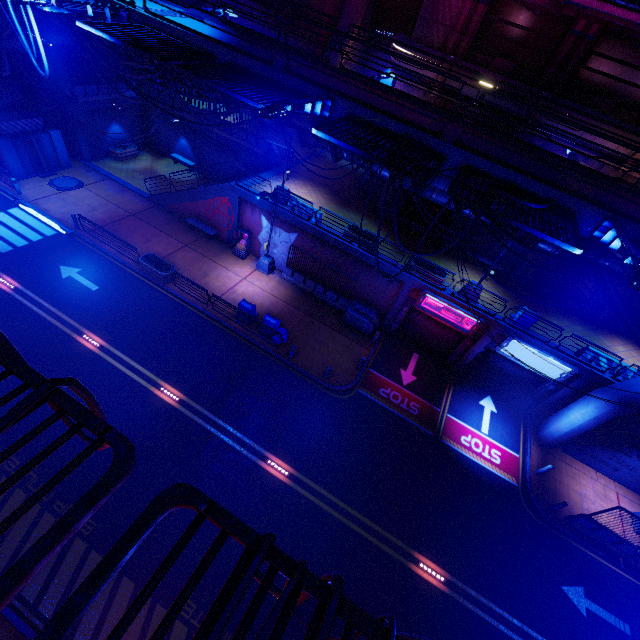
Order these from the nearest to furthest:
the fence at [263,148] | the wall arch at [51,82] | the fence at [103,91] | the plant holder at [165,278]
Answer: the plant holder at [165,278]
the wall arch at [51,82]
the fence at [103,91]
the fence at [263,148]

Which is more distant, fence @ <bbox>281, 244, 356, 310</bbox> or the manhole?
the manhole

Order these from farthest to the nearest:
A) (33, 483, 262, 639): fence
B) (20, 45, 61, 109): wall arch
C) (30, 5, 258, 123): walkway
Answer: (20, 45, 61, 109): wall arch < (30, 5, 258, 123): walkway < (33, 483, 262, 639): fence

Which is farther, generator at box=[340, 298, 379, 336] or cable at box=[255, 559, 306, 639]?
generator at box=[340, 298, 379, 336]

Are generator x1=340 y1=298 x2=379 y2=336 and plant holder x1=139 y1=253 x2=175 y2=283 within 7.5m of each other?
no

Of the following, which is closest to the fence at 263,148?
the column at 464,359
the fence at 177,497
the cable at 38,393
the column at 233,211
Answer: the column at 233,211

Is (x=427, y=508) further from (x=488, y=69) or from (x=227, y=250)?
(x=488, y=69)

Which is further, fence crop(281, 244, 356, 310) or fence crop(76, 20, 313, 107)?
fence crop(281, 244, 356, 310)
